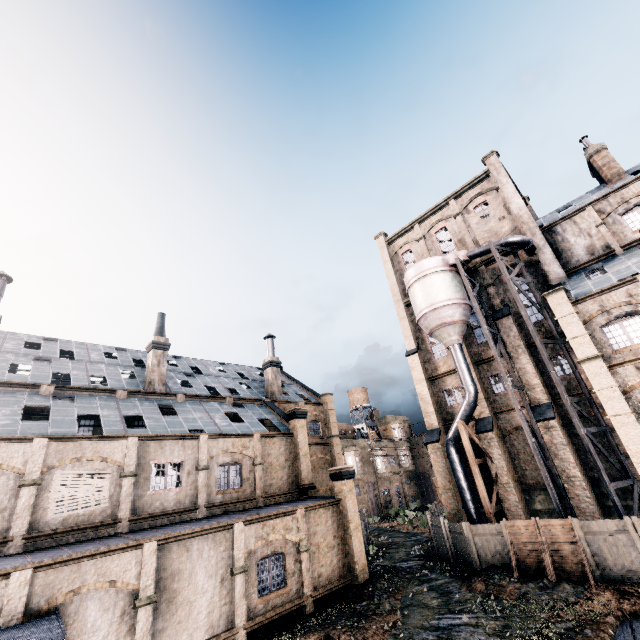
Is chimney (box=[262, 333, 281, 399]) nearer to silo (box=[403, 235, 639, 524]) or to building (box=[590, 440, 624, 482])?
building (box=[590, 440, 624, 482])

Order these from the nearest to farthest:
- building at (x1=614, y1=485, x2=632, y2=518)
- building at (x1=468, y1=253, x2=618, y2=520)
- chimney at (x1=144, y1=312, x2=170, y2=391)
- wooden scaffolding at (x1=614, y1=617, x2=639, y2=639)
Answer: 1. wooden scaffolding at (x1=614, y1=617, x2=639, y2=639)
2. building at (x1=614, y1=485, x2=632, y2=518)
3. building at (x1=468, y1=253, x2=618, y2=520)
4. chimney at (x1=144, y1=312, x2=170, y2=391)

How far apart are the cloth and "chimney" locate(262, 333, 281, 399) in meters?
24.2 m

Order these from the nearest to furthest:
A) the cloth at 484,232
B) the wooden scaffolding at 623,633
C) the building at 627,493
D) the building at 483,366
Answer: the wooden scaffolding at 623,633 < the building at 627,493 < the building at 483,366 < the cloth at 484,232

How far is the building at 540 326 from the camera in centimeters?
2612cm

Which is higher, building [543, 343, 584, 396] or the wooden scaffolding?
building [543, 343, 584, 396]

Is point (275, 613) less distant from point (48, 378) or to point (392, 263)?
point (48, 378)

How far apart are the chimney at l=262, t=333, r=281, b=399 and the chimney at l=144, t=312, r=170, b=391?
10.80m
